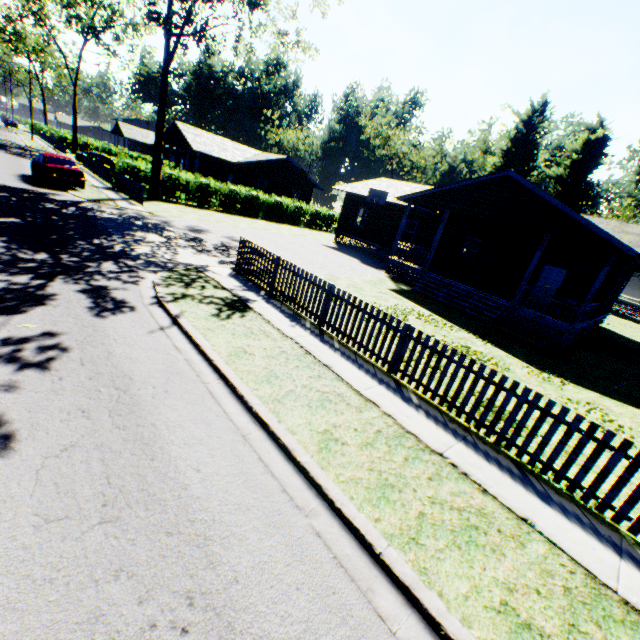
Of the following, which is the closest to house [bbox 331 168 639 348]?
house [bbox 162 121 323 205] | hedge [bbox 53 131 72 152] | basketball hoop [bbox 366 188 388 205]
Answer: basketball hoop [bbox 366 188 388 205]

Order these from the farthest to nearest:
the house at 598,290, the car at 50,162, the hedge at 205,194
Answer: the hedge at 205,194 → the car at 50,162 → the house at 598,290

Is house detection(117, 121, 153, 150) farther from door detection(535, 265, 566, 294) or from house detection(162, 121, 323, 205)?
door detection(535, 265, 566, 294)

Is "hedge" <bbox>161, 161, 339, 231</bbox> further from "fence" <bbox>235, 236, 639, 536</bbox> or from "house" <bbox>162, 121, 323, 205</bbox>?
"fence" <bbox>235, 236, 639, 536</bbox>

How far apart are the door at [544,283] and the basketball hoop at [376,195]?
11.5m

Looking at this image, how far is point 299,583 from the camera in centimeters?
296cm

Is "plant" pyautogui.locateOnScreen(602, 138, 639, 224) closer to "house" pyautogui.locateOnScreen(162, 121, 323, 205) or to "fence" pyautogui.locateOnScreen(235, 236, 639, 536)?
"fence" pyautogui.locateOnScreen(235, 236, 639, 536)

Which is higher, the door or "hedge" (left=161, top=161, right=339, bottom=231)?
the door
